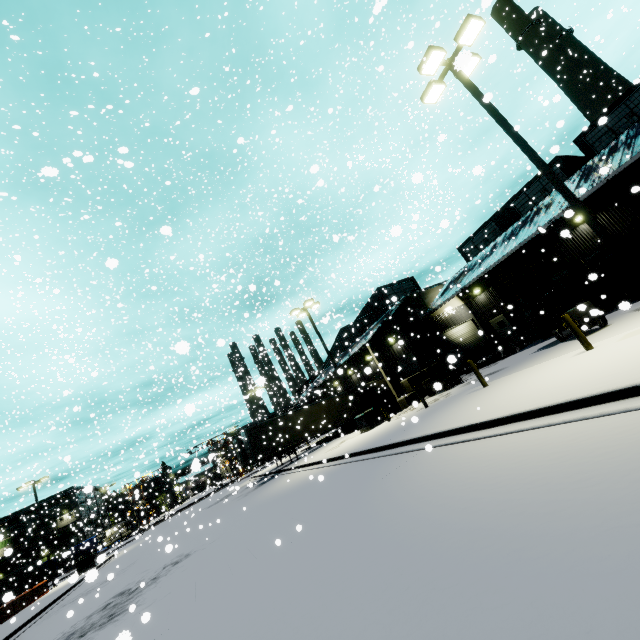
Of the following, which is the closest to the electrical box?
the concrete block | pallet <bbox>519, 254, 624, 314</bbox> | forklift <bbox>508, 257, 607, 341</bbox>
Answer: the concrete block

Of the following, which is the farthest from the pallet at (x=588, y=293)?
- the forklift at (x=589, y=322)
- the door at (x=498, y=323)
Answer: the door at (x=498, y=323)

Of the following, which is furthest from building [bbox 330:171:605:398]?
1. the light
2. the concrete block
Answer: the light

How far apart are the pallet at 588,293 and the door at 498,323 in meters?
5.0

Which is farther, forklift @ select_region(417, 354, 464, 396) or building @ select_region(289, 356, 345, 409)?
building @ select_region(289, 356, 345, 409)

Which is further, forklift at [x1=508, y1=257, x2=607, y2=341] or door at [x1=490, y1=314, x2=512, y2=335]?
door at [x1=490, y1=314, x2=512, y2=335]

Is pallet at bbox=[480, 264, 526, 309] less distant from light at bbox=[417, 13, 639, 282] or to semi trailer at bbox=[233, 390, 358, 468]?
semi trailer at bbox=[233, 390, 358, 468]

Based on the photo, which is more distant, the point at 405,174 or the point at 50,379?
the point at 405,174
